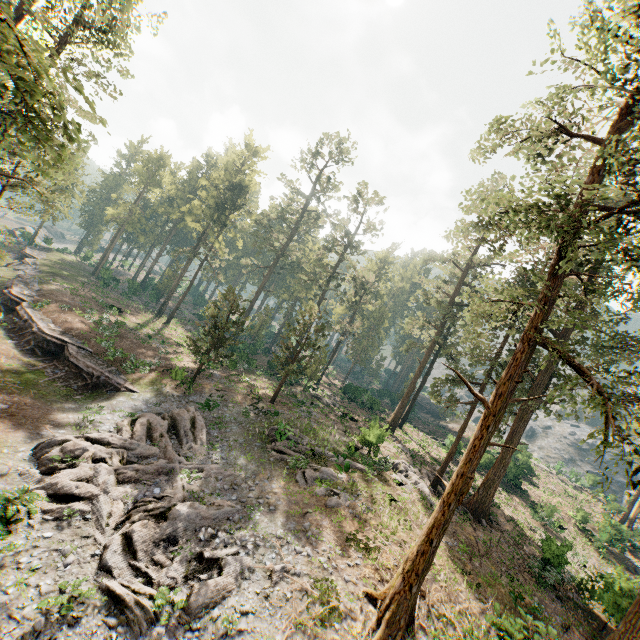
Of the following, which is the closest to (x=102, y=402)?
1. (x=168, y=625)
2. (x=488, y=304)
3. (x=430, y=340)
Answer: (x=168, y=625)

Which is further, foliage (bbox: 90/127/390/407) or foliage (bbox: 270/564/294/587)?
foliage (bbox: 90/127/390/407)

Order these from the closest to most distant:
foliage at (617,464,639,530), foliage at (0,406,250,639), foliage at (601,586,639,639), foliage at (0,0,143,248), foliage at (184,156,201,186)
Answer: foliage at (0,0,143,248) → foliage at (617,464,639,530) → foliage at (0,406,250,639) → foliage at (601,586,639,639) → foliage at (184,156,201,186)

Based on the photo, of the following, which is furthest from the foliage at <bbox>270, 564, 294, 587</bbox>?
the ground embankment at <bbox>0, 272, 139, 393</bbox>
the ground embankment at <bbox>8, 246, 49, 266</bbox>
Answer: the ground embankment at <bbox>8, 246, 49, 266</bbox>

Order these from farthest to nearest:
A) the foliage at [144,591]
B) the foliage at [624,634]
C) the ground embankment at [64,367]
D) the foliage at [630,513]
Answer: the ground embankment at [64,367] < the foliage at [624,634] < the foliage at [144,591] < the foliage at [630,513]

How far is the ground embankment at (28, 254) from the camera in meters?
47.0 m

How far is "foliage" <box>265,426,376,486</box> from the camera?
21.0 meters
